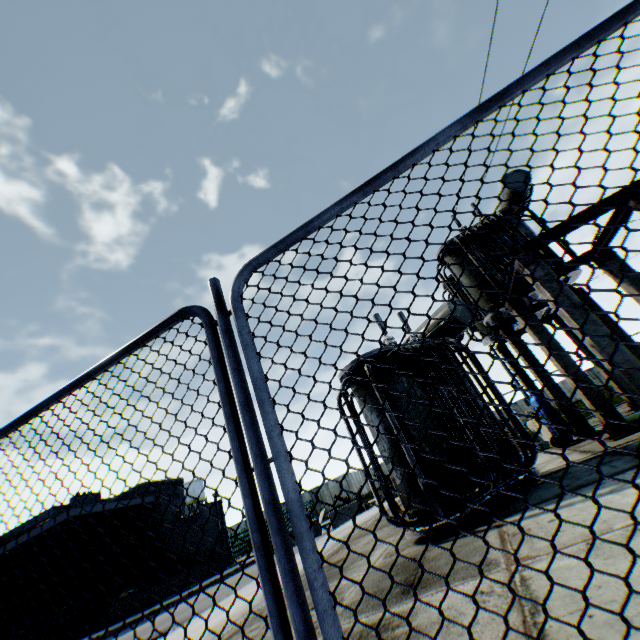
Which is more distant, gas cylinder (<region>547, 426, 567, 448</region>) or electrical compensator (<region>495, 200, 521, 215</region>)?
electrical compensator (<region>495, 200, 521, 215</region>)

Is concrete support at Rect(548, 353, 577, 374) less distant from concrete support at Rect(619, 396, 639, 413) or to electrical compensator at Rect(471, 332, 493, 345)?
concrete support at Rect(619, 396, 639, 413)

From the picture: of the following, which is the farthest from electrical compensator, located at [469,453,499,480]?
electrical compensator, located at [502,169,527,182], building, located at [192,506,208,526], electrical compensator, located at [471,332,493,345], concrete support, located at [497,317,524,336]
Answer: building, located at [192,506,208,526]

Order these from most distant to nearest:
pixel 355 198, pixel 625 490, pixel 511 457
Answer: pixel 511 457 → pixel 625 490 → pixel 355 198

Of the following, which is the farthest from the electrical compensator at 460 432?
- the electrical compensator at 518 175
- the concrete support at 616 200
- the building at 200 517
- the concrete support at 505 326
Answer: the building at 200 517

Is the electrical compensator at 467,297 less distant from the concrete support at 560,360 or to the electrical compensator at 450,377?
the concrete support at 560,360

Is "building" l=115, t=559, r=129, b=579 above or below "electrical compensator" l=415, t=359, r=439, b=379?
above

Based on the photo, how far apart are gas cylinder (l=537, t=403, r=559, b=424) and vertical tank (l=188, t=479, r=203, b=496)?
55.64m
